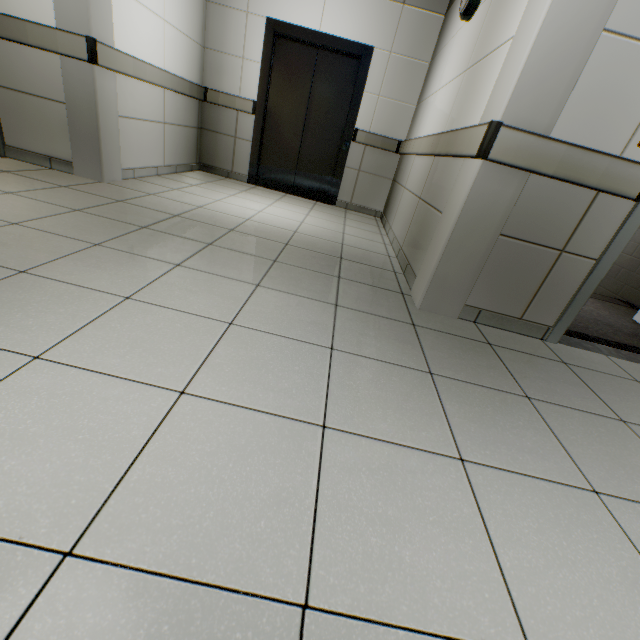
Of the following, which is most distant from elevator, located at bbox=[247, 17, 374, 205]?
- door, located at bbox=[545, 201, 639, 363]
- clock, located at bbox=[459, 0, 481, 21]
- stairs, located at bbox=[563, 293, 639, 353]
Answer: door, located at bbox=[545, 201, 639, 363]

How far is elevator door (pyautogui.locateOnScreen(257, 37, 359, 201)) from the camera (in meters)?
4.56

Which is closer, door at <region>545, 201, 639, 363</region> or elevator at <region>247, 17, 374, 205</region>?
door at <region>545, 201, 639, 363</region>

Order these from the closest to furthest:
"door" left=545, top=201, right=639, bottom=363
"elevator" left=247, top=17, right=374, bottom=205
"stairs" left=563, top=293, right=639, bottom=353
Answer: "door" left=545, top=201, right=639, bottom=363
"stairs" left=563, top=293, right=639, bottom=353
"elevator" left=247, top=17, right=374, bottom=205

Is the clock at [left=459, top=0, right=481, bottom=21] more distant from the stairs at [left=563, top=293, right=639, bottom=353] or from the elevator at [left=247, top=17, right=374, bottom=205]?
the elevator at [left=247, top=17, right=374, bottom=205]

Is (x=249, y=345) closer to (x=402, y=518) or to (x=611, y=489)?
(x=402, y=518)

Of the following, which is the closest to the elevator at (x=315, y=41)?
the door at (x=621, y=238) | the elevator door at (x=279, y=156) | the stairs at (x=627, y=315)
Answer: the elevator door at (x=279, y=156)

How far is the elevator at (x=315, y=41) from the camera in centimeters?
432cm
